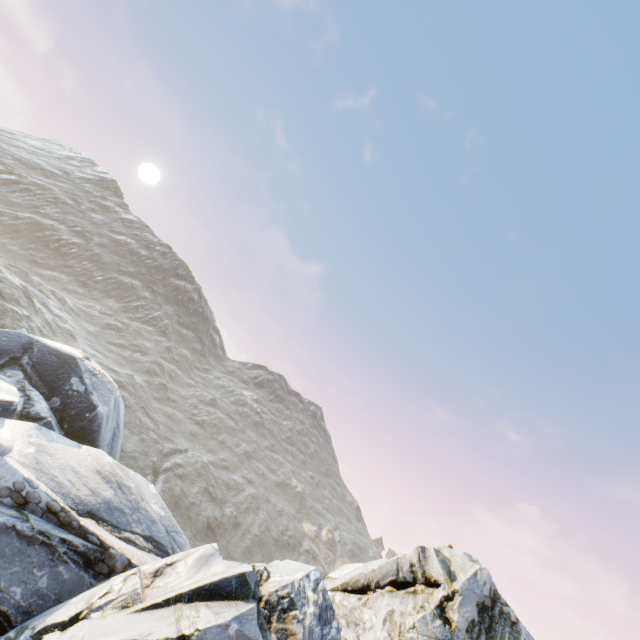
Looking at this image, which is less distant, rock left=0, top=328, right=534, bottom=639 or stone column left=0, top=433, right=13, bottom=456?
rock left=0, top=328, right=534, bottom=639

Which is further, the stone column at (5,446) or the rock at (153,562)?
the stone column at (5,446)

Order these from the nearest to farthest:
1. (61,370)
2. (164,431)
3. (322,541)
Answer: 1. (61,370)
2. (164,431)
3. (322,541)
